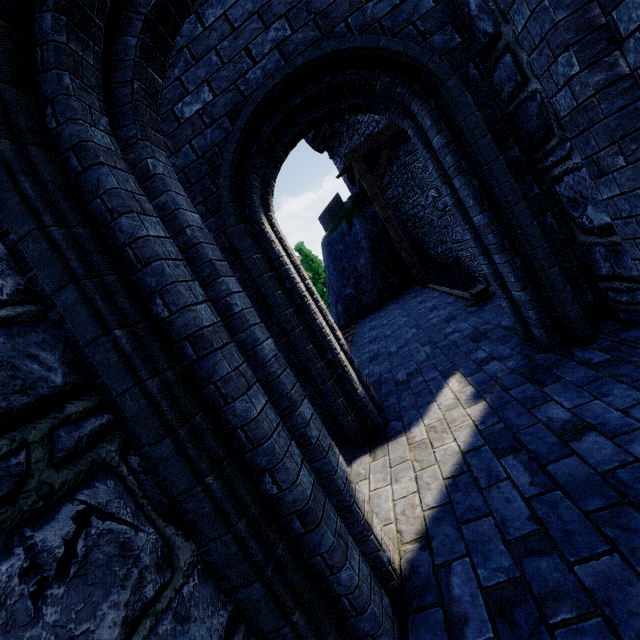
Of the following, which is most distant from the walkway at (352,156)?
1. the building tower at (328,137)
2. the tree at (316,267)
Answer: the tree at (316,267)

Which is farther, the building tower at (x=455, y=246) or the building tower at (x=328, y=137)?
the building tower at (x=328, y=137)

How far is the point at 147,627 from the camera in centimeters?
115cm

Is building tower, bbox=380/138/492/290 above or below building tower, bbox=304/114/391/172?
below

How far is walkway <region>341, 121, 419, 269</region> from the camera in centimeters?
1014cm

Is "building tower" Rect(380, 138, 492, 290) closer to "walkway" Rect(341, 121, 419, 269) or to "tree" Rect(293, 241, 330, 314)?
"walkway" Rect(341, 121, 419, 269)

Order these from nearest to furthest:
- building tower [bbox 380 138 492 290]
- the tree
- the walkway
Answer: the walkway → building tower [bbox 380 138 492 290] → the tree
